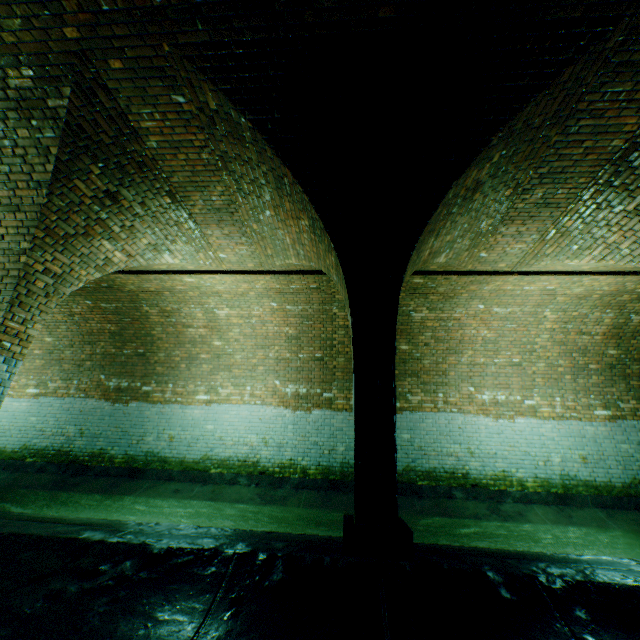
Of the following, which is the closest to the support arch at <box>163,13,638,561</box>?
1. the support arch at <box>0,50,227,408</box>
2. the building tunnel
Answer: the building tunnel

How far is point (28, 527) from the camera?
3.2 meters

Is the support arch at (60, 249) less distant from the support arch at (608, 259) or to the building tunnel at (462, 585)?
the building tunnel at (462, 585)

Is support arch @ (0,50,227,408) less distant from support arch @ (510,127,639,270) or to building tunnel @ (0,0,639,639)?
building tunnel @ (0,0,639,639)

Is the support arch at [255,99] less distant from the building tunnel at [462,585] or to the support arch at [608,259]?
the building tunnel at [462,585]

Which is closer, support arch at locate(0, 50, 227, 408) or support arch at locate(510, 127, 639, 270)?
support arch at locate(0, 50, 227, 408)

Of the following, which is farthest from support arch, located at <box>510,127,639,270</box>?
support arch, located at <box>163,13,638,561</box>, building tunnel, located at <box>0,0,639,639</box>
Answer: support arch, located at <box>163,13,638,561</box>

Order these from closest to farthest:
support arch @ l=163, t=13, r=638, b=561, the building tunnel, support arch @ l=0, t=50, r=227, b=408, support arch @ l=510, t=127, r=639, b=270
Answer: the building tunnel
support arch @ l=163, t=13, r=638, b=561
support arch @ l=0, t=50, r=227, b=408
support arch @ l=510, t=127, r=639, b=270
